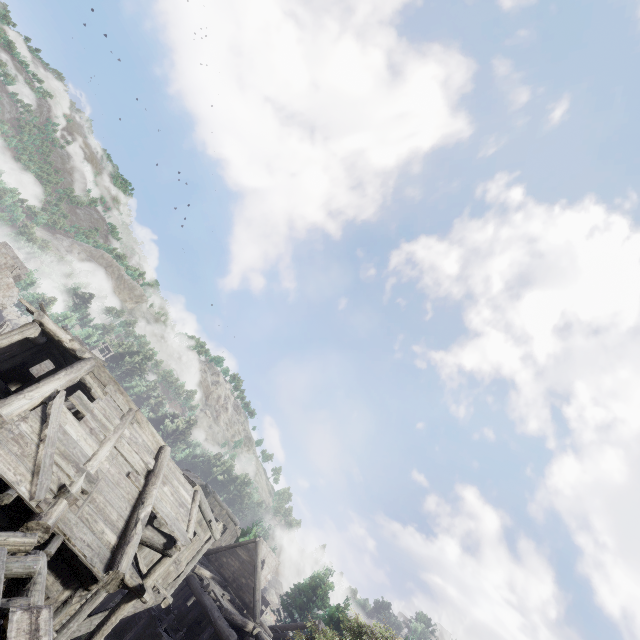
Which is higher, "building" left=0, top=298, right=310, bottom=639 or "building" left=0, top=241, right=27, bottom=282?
"building" left=0, top=241, right=27, bottom=282

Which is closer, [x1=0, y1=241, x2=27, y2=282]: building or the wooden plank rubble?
the wooden plank rubble

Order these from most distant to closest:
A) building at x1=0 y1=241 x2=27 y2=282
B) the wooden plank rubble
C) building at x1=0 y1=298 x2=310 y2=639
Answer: building at x1=0 y1=241 x2=27 y2=282 < building at x1=0 y1=298 x2=310 y2=639 < the wooden plank rubble

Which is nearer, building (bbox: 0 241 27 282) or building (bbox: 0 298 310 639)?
building (bbox: 0 298 310 639)

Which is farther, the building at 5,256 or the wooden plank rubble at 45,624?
the building at 5,256

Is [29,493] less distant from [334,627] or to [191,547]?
[191,547]
